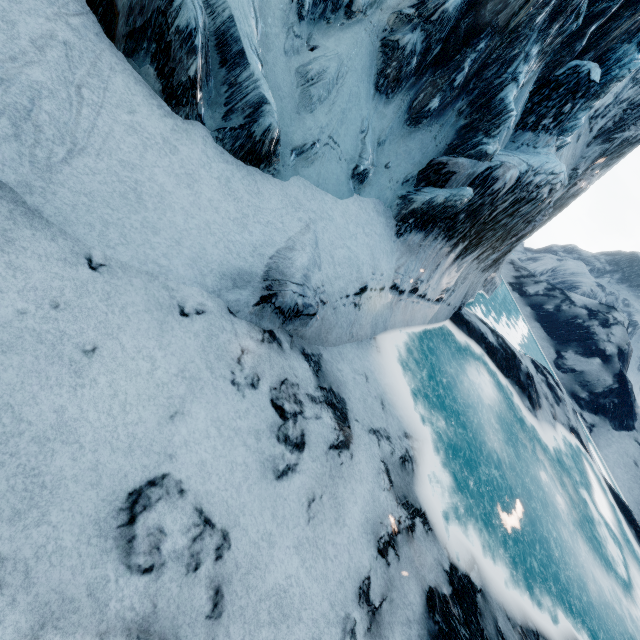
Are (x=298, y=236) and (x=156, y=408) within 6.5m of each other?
yes
